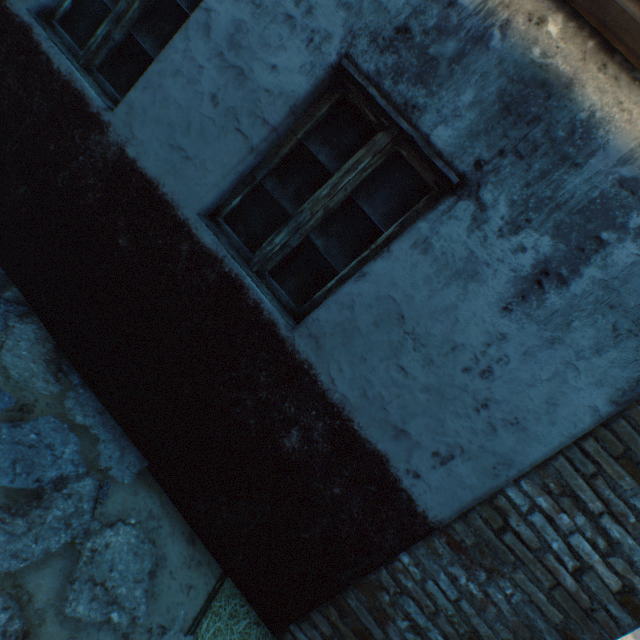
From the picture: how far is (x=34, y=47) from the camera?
2.3m

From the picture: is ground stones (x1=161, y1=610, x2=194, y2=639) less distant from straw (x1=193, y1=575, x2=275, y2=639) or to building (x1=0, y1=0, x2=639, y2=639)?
straw (x1=193, y1=575, x2=275, y2=639)

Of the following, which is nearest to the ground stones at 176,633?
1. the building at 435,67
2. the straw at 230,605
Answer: the straw at 230,605

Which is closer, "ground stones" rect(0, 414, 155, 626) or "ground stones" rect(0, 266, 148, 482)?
"ground stones" rect(0, 414, 155, 626)

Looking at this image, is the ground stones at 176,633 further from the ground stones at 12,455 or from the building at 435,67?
the building at 435,67

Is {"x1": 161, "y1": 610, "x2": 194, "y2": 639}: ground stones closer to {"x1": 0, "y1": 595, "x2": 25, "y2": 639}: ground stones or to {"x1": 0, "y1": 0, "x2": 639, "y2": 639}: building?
{"x1": 0, "y1": 595, "x2": 25, "y2": 639}: ground stones
